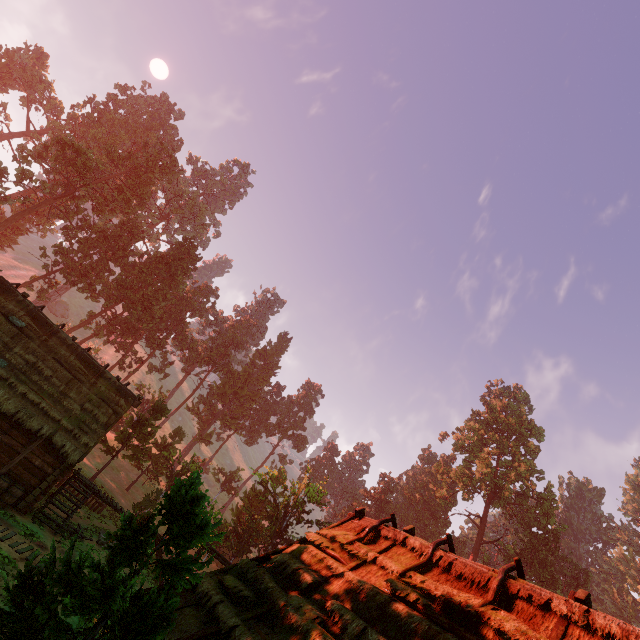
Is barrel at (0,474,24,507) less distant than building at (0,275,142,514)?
Yes

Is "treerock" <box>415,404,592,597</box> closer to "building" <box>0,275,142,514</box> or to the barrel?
"building" <box>0,275,142,514</box>

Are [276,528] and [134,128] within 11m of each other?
no

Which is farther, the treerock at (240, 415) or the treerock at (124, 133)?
the treerock at (124, 133)

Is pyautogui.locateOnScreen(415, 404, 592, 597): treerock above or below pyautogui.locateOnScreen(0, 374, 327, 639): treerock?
above

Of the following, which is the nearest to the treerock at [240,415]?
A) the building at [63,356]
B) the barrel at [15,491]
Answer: the building at [63,356]

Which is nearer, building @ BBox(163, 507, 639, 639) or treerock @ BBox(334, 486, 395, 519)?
building @ BBox(163, 507, 639, 639)
